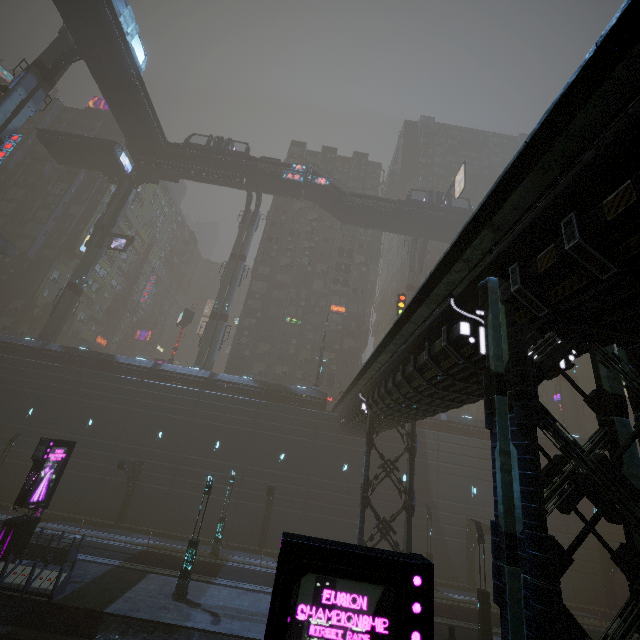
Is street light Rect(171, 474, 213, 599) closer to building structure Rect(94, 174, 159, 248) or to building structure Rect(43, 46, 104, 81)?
building structure Rect(94, 174, 159, 248)

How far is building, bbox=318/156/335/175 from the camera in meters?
58.4

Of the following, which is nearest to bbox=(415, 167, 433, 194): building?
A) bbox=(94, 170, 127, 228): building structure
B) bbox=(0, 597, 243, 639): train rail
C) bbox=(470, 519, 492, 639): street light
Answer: bbox=(0, 597, 243, 639): train rail

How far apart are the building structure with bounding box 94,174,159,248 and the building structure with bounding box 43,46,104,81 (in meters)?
14.49

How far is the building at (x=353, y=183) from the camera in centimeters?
5744cm

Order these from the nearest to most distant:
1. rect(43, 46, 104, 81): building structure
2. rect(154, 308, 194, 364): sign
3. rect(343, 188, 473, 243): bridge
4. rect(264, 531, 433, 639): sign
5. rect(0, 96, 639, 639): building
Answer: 1. rect(264, 531, 433, 639): sign
2. rect(0, 96, 639, 639): building
3. rect(43, 46, 104, 81): building structure
4. rect(343, 188, 473, 243): bridge
5. rect(154, 308, 194, 364): sign

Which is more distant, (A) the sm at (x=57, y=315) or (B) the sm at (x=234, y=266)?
(B) the sm at (x=234, y=266)

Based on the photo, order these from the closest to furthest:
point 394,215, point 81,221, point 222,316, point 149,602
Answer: point 149,602 → point 222,316 → point 394,215 → point 81,221
